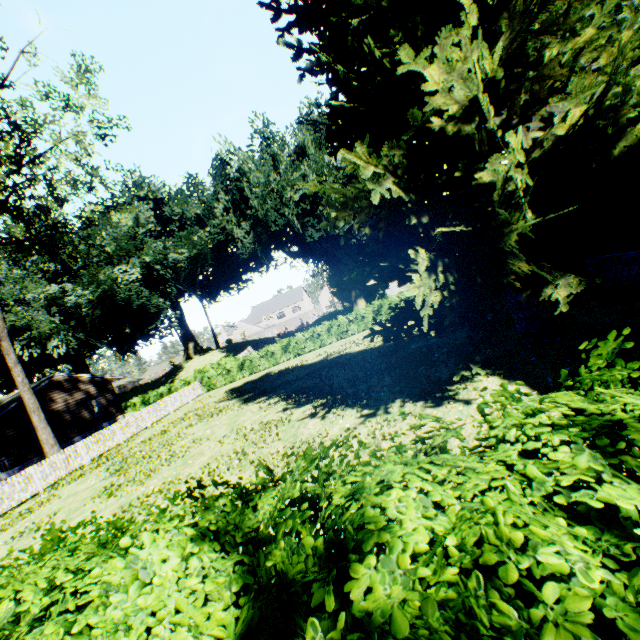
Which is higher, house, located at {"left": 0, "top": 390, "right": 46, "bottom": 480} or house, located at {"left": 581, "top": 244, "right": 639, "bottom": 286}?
house, located at {"left": 0, "top": 390, "right": 46, "bottom": 480}

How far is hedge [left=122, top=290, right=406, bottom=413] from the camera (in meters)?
26.42

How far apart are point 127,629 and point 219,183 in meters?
45.2 m

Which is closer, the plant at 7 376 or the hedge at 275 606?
the hedge at 275 606

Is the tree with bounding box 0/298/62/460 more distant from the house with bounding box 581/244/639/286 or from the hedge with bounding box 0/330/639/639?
the house with bounding box 581/244/639/286

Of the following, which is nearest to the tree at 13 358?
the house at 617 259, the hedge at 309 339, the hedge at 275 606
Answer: the hedge at 309 339

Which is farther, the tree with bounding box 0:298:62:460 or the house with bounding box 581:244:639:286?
the tree with bounding box 0:298:62:460

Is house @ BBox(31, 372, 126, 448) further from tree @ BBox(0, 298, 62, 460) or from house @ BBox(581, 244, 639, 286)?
house @ BBox(581, 244, 639, 286)
